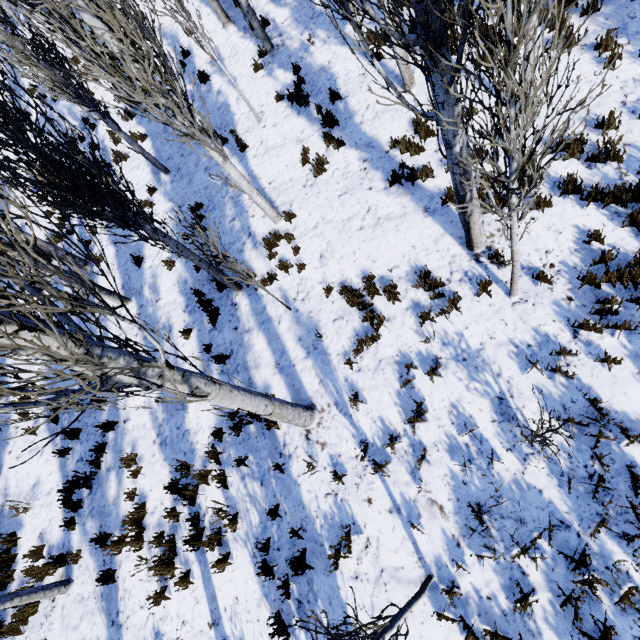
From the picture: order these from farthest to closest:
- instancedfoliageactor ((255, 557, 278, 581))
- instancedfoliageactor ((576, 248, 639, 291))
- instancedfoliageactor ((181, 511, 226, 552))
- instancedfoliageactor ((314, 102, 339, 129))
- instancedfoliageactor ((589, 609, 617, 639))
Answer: instancedfoliageactor ((314, 102, 339, 129)) < instancedfoliageactor ((181, 511, 226, 552)) < instancedfoliageactor ((255, 557, 278, 581)) < instancedfoliageactor ((576, 248, 639, 291)) < instancedfoliageactor ((589, 609, 617, 639))

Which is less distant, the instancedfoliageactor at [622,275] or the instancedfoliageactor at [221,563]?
the instancedfoliageactor at [622,275]

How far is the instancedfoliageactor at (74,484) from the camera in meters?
6.6 m

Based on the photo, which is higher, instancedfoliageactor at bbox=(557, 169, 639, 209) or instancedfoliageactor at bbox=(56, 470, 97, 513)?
instancedfoliageactor at bbox=(56, 470, 97, 513)

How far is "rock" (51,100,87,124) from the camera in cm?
1322

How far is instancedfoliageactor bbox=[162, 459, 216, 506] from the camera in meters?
5.8 m

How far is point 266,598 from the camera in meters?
5.0 m
